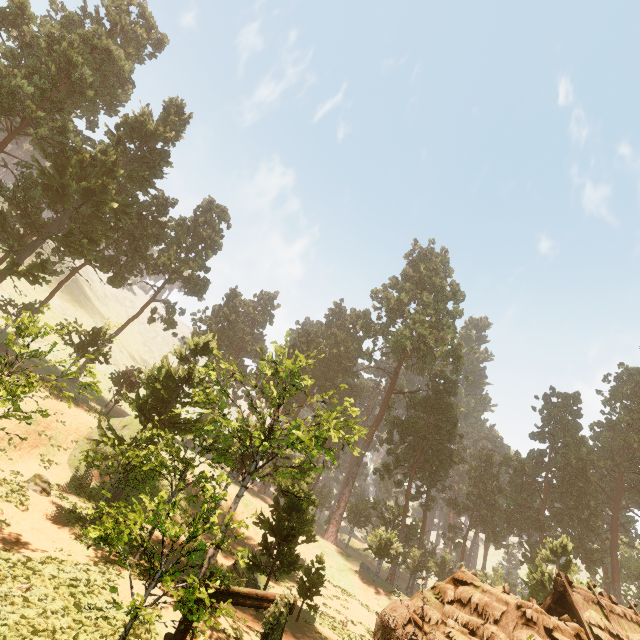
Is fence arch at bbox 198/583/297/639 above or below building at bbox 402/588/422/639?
below

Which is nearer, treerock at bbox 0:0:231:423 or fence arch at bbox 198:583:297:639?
fence arch at bbox 198:583:297:639

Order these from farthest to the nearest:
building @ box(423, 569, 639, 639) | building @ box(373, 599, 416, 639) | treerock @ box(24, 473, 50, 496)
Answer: Result:
1. treerock @ box(24, 473, 50, 496)
2. building @ box(373, 599, 416, 639)
3. building @ box(423, 569, 639, 639)

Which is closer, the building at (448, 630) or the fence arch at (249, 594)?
the fence arch at (249, 594)

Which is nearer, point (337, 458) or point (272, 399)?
point (272, 399)

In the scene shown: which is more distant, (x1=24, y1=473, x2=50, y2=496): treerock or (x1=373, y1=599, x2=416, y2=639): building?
(x1=24, y1=473, x2=50, y2=496): treerock

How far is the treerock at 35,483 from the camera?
17.77m
